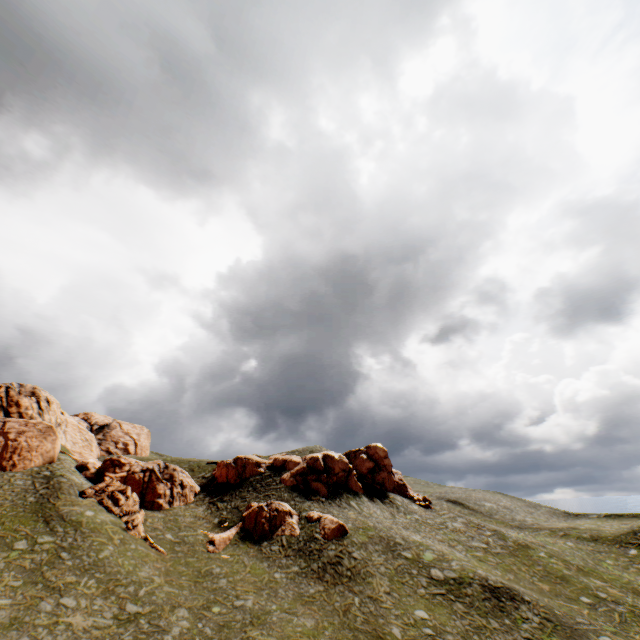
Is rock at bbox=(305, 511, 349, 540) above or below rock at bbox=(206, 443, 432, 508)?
below

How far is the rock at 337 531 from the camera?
33.9 meters

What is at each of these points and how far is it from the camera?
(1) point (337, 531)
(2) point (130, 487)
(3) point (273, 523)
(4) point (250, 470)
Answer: (1) rock, 34.2 meters
(2) rock, 35.2 meters
(3) rock, 36.0 meters
(4) rock, 48.8 meters

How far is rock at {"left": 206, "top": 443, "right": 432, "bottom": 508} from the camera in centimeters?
4469cm

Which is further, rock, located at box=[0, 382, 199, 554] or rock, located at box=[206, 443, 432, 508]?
rock, located at box=[206, 443, 432, 508]

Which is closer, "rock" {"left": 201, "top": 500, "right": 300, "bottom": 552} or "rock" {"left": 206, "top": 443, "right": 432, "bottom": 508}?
"rock" {"left": 201, "top": 500, "right": 300, "bottom": 552}
